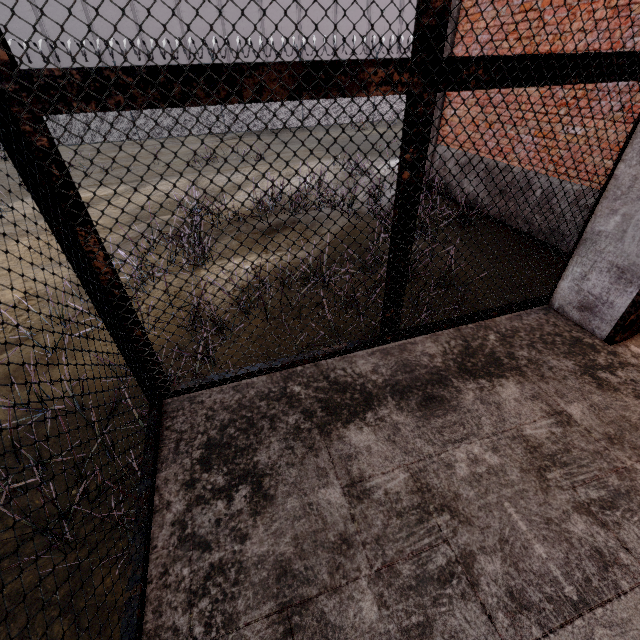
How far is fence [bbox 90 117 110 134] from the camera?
14.3 meters

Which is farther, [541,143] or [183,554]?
[541,143]

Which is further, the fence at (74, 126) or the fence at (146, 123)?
the fence at (146, 123)

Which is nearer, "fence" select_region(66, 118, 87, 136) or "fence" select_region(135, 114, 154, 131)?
"fence" select_region(66, 118, 87, 136)

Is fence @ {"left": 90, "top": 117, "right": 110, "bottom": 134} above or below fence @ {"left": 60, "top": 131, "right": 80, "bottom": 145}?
above

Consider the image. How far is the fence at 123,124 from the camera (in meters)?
14.49
